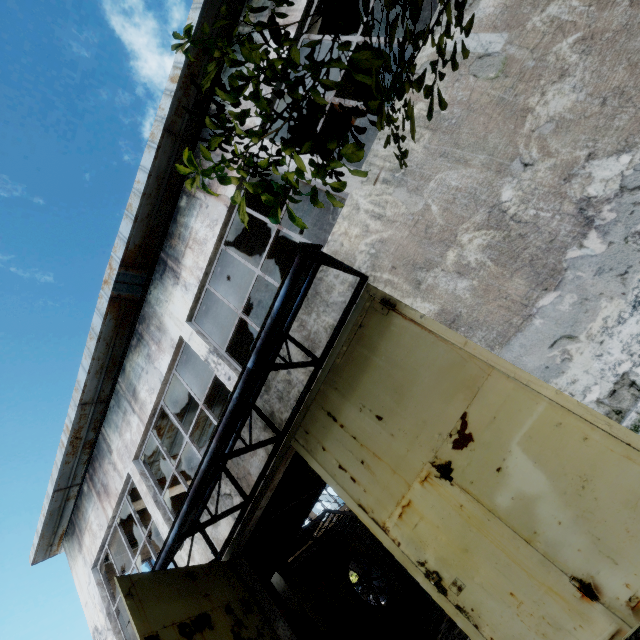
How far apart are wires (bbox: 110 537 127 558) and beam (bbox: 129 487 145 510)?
2.44m

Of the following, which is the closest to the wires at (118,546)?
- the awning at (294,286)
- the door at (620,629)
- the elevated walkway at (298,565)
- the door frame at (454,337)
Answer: the elevated walkway at (298,565)

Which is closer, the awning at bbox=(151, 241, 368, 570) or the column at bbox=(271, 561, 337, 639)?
the awning at bbox=(151, 241, 368, 570)

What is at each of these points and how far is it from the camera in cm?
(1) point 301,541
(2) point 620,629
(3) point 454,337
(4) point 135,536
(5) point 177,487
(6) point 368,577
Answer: (1) stairs, 1003
(2) door, 288
(3) door frame, 383
(4) wires, 1125
(5) beam, 1044
(6) fan, 1382

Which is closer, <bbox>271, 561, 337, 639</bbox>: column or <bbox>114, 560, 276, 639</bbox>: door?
<bbox>114, 560, 276, 639</bbox>: door

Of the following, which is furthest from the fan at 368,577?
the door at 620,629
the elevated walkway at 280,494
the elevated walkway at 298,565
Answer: the door at 620,629

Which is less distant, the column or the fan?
the column

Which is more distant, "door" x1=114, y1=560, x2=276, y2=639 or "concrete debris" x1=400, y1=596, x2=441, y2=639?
"concrete debris" x1=400, y1=596, x2=441, y2=639
